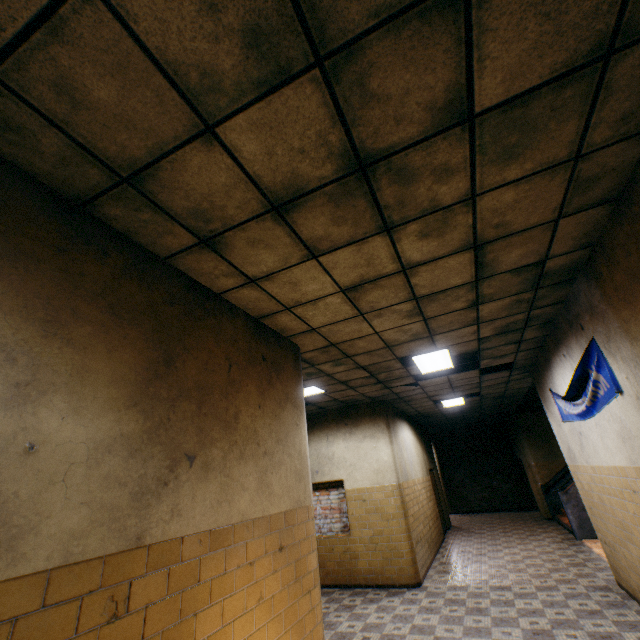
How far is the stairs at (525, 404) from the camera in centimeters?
952cm

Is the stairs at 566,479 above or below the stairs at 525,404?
below

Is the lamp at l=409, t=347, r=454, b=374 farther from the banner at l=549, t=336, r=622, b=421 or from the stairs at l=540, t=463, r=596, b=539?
the stairs at l=540, t=463, r=596, b=539

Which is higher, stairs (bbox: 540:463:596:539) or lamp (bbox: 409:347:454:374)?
lamp (bbox: 409:347:454:374)

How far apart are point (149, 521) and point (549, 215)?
3.7m

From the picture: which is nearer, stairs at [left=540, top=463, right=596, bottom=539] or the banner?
the banner

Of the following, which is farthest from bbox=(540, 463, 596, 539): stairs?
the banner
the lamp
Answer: the lamp
